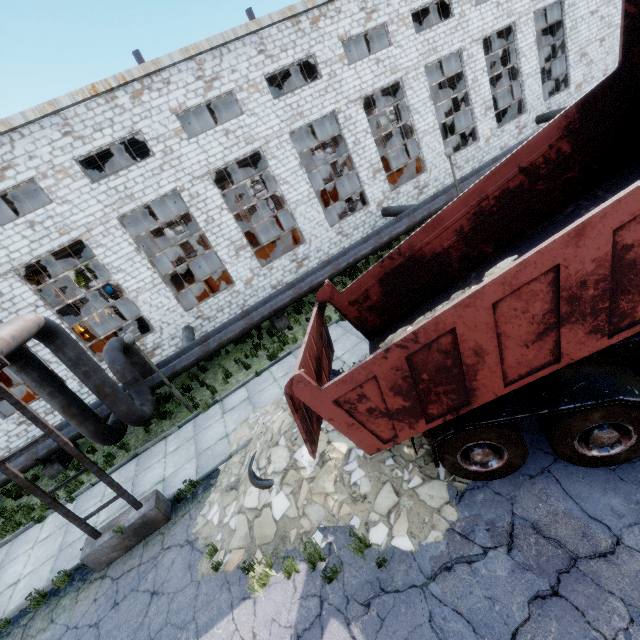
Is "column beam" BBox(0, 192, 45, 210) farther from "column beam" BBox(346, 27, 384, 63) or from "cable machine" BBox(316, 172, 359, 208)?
"column beam" BBox(346, 27, 384, 63)

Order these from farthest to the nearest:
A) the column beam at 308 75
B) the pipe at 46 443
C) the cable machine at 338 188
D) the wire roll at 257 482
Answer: the cable machine at 338 188 → the column beam at 308 75 → the pipe at 46 443 → the wire roll at 257 482

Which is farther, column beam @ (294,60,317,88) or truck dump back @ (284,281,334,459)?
column beam @ (294,60,317,88)

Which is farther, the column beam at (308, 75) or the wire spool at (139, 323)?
the column beam at (308, 75)

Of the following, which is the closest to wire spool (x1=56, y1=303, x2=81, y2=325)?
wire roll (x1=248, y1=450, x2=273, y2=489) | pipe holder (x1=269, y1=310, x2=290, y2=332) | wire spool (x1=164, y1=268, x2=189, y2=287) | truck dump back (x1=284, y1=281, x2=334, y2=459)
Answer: wire spool (x1=164, y1=268, x2=189, y2=287)

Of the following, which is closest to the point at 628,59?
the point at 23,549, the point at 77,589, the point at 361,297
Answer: the point at 361,297

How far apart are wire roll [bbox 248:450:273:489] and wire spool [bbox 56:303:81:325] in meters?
18.5

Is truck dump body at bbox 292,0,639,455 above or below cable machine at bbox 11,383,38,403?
above
